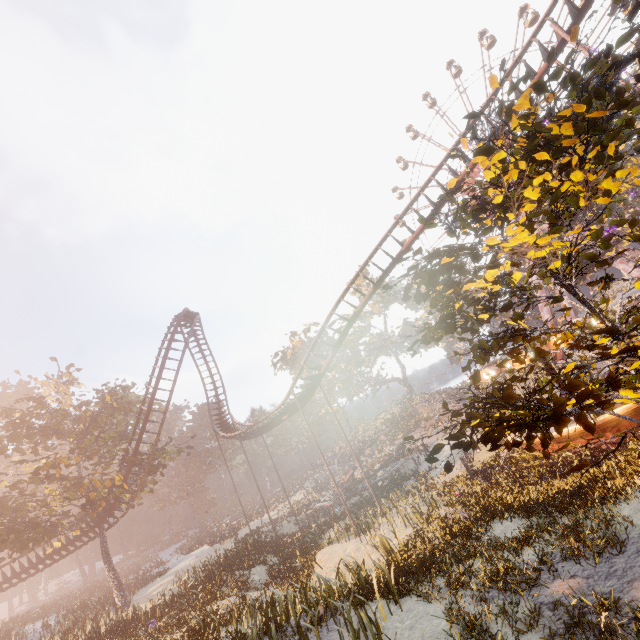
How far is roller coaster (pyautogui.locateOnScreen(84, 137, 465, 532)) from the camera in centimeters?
1798cm

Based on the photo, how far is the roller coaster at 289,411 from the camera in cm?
1798

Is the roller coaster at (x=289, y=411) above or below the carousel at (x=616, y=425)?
above

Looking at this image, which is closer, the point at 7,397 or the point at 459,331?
the point at 459,331

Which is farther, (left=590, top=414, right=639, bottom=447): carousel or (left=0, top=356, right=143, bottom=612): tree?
(left=0, top=356, right=143, bottom=612): tree

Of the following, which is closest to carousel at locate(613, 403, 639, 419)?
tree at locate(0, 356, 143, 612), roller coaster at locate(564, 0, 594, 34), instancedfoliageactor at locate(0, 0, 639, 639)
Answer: instancedfoliageactor at locate(0, 0, 639, 639)

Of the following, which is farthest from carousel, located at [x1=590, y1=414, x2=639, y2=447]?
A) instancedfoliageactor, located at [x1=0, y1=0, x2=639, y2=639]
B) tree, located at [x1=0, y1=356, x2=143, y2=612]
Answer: tree, located at [x1=0, y1=356, x2=143, y2=612]

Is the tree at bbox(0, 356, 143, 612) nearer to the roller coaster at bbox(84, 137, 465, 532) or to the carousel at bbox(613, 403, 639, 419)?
the roller coaster at bbox(84, 137, 465, 532)
